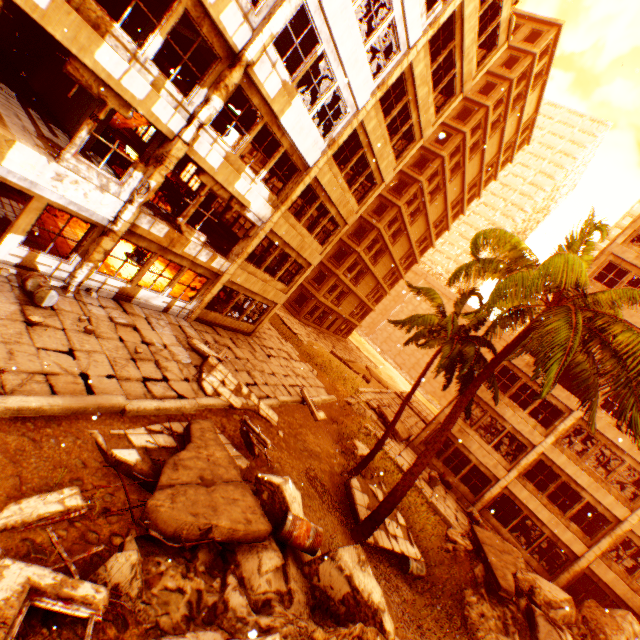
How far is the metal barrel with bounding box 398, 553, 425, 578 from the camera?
11.0 meters

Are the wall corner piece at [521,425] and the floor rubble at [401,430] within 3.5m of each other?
no

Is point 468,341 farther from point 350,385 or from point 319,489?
point 350,385

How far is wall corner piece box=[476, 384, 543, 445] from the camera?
19.5 meters

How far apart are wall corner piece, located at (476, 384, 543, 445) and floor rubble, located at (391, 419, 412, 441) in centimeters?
526cm

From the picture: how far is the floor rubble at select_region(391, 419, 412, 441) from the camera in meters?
20.9 m

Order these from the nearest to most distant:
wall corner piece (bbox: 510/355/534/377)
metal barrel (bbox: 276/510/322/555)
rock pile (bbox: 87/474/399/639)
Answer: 1. rock pile (bbox: 87/474/399/639)
2. metal barrel (bbox: 276/510/322/555)
3. wall corner piece (bbox: 510/355/534/377)

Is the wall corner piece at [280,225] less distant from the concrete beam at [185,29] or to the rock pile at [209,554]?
the rock pile at [209,554]
